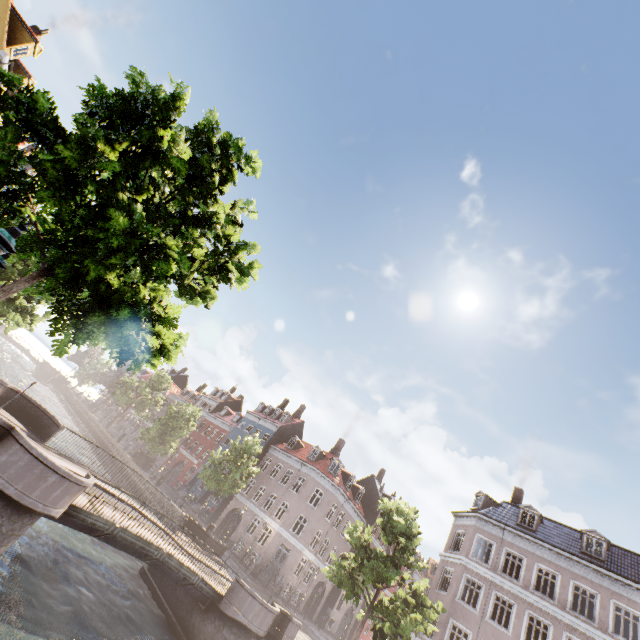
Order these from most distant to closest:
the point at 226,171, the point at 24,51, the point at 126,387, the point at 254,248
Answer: the point at 126,387 → the point at 24,51 → the point at 254,248 → the point at 226,171

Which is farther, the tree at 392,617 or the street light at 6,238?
the tree at 392,617

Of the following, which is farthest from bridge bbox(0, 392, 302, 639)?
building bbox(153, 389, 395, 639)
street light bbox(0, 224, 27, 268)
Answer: building bbox(153, 389, 395, 639)

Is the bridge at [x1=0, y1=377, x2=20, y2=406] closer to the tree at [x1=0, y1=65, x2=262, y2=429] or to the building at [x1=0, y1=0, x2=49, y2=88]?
the tree at [x1=0, y1=65, x2=262, y2=429]

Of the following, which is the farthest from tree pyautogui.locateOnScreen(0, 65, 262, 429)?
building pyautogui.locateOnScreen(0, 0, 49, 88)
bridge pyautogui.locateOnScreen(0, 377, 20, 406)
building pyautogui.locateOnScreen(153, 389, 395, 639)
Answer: building pyautogui.locateOnScreen(0, 0, 49, 88)

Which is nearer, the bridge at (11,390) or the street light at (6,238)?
the street light at (6,238)
